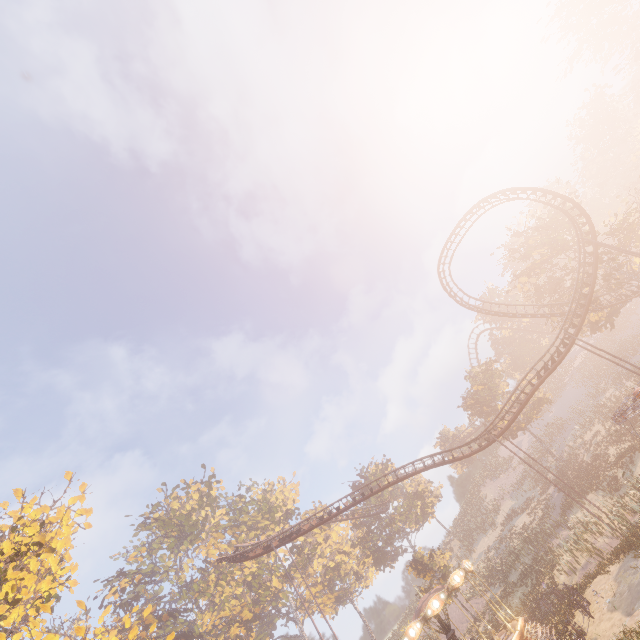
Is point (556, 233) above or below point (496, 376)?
above

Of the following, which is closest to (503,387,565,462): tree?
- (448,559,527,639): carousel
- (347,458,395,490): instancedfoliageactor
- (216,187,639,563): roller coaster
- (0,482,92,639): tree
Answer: (216,187,639,563): roller coaster

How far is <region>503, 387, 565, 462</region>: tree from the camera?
41.3 meters

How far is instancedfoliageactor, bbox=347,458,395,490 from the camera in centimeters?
5433cm

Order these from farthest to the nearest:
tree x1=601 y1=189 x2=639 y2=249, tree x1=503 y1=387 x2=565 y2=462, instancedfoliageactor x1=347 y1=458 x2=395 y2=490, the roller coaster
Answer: instancedfoliageactor x1=347 y1=458 x2=395 y2=490, tree x1=503 y1=387 x2=565 y2=462, tree x1=601 y1=189 x2=639 y2=249, the roller coaster

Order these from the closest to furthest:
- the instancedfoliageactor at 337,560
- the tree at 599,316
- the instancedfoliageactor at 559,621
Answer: the instancedfoliageactor at 559,621 → the tree at 599,316 → the instancedfoliageactor at 337,560

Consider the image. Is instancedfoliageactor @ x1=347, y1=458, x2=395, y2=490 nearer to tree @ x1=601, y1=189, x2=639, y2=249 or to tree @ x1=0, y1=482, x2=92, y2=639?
tree @ x1=601, y1=189, x2=639, y2=249

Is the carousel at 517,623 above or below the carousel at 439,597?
below
